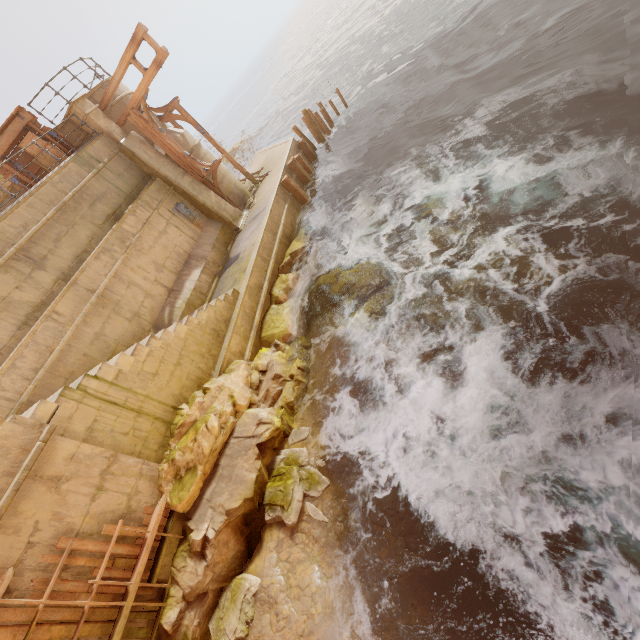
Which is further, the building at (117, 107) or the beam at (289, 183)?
the beam at (289, 183)

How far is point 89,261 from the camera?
9.7 meters

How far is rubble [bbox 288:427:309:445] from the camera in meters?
7.3

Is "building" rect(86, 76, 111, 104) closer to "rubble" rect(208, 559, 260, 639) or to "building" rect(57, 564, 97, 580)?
"building" rect(57, 564, 97, 580)

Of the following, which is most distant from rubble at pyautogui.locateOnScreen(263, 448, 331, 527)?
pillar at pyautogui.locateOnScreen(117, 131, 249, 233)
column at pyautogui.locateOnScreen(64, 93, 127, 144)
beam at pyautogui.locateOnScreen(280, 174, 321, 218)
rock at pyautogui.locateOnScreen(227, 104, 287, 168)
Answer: rock at pyautogui.locateOnScreen(227, 104, 287, 168)

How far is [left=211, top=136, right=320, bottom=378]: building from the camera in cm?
962

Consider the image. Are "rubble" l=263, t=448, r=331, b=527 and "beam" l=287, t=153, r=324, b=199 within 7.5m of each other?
no

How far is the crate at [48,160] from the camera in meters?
11.0
